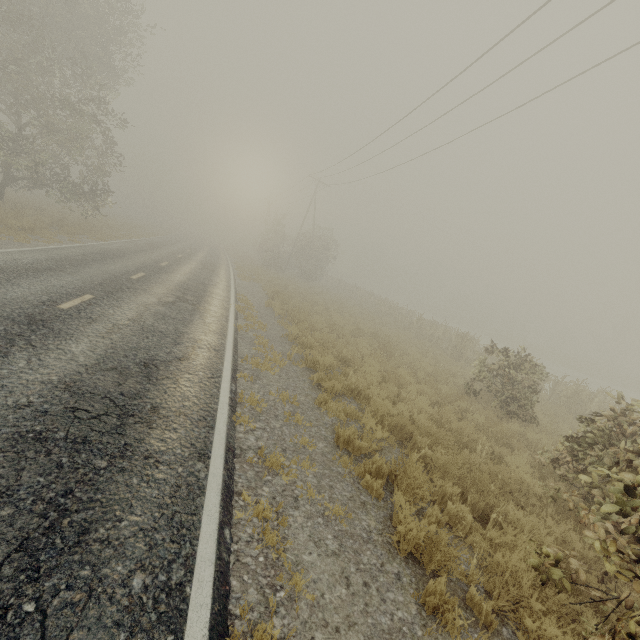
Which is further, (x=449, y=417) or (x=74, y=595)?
(x=449, y=417)

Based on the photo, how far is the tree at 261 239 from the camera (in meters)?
36.58

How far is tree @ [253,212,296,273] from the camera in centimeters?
3658cm

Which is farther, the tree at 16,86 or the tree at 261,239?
the tree at 261,239

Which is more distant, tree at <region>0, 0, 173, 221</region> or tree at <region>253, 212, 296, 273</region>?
tree at <region>253, 212, 296, 273</region>
